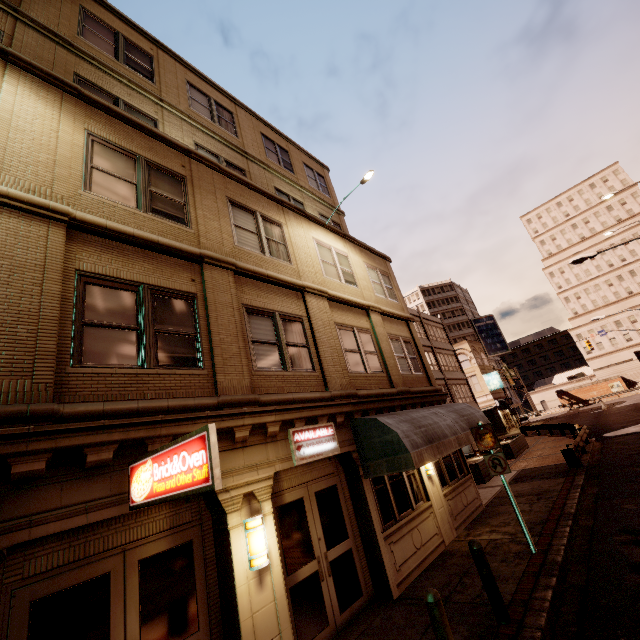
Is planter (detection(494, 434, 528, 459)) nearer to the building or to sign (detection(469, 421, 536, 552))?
the building

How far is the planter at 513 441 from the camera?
21.8m

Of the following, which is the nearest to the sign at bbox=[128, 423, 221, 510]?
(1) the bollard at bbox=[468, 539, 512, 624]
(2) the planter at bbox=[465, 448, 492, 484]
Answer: (1) the bollard at bbox=[468, 539, 512, 624]

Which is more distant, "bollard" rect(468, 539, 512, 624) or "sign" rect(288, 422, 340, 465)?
"sign" rect(288, 422, 340, 465)

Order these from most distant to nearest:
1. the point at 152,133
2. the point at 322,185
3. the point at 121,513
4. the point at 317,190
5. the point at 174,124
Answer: the point at 322,185 < the point at 317,190 < the point at 174,124 < the point at 152,133 < the point at 121,513

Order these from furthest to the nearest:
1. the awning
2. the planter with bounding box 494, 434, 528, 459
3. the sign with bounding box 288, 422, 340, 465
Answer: the planter with bounding box 494, 434, 528, 459 → the awning → the sign with bounding box 288, 422, 340, 465

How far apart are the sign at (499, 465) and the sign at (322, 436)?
3.9m

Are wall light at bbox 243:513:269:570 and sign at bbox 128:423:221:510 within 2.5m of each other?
yes
